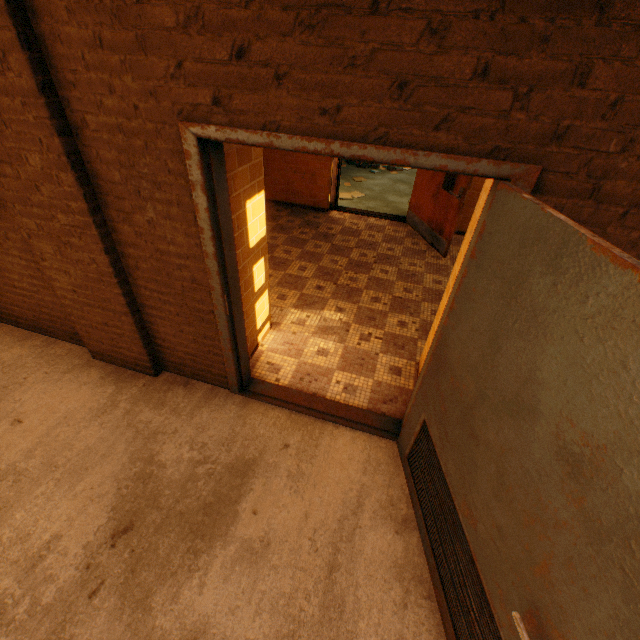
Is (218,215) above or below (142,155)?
below
